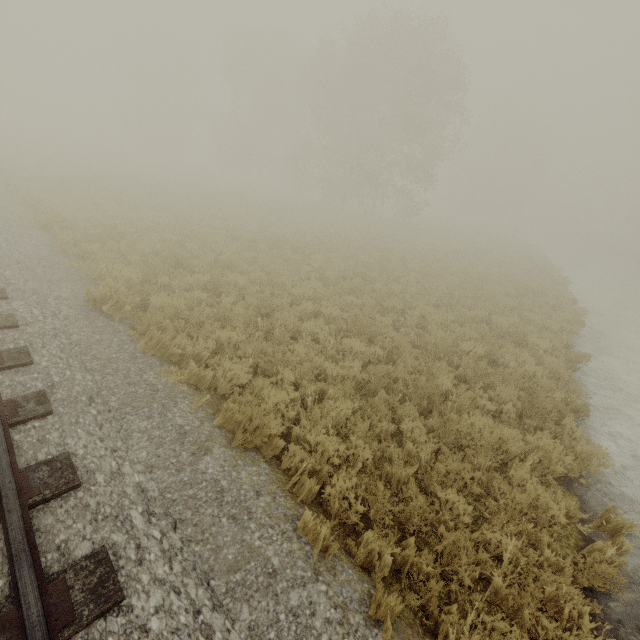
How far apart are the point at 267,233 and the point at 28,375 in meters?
12.8 m
